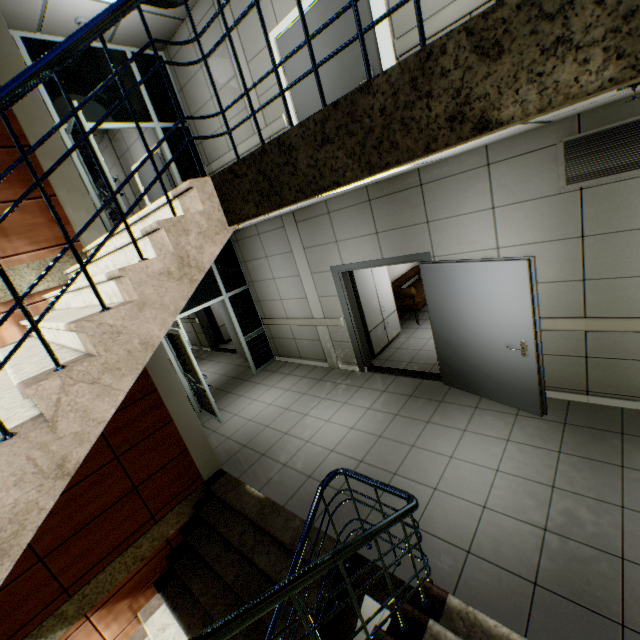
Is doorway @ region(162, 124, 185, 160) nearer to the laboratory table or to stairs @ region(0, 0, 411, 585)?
stairs @ region(0, 0, 411, 585)

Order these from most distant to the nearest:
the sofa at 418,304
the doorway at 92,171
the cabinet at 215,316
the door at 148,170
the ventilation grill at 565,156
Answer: the cabinet at 215,316
the door at 148,170
the sofa at 418,304
the doorway at 92,171
the ventilation grill at 565,156

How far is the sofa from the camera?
7.5 meters

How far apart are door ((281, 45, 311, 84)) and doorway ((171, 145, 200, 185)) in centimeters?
274cm

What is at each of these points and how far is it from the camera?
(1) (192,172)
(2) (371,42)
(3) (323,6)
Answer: (1) doorway, 6.6m
(2) door, 3.9m
(3) door, 4.0m

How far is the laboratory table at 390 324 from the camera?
6.62m

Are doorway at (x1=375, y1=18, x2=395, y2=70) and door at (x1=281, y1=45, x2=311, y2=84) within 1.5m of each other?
yes
